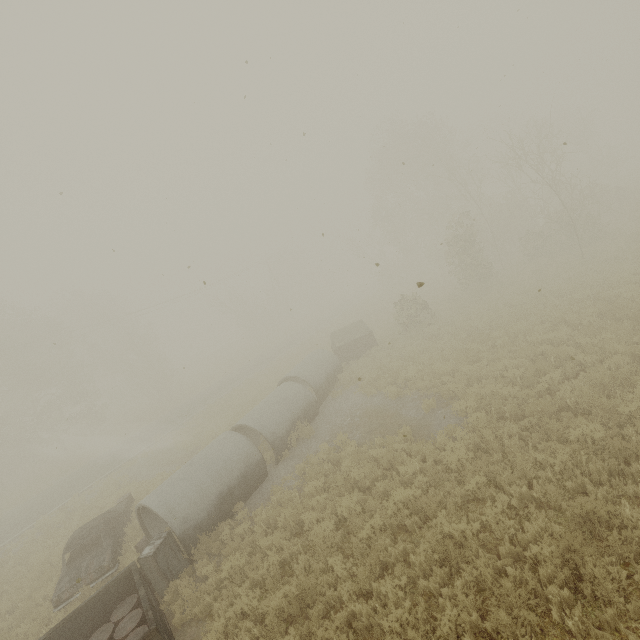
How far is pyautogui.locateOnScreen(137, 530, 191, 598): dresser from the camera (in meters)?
8.27

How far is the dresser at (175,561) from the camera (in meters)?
8.27

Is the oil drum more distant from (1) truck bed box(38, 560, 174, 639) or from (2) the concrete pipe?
(2) the concrete pipe

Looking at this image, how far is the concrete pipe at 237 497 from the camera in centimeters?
933cm

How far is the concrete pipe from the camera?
9.33m

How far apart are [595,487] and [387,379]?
9.4 meters

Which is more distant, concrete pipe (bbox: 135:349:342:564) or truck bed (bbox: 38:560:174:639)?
concrete pipe (bbox: 135:349:342:564)

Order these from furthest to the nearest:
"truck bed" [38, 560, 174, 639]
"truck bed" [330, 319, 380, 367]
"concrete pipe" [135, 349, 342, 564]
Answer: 1. "truck bed" [330, 319, 380, 367]
2. "concrete pipe" [135, 349, 342, 564]
3. "truck bed" [38, 560, 174, 639]
